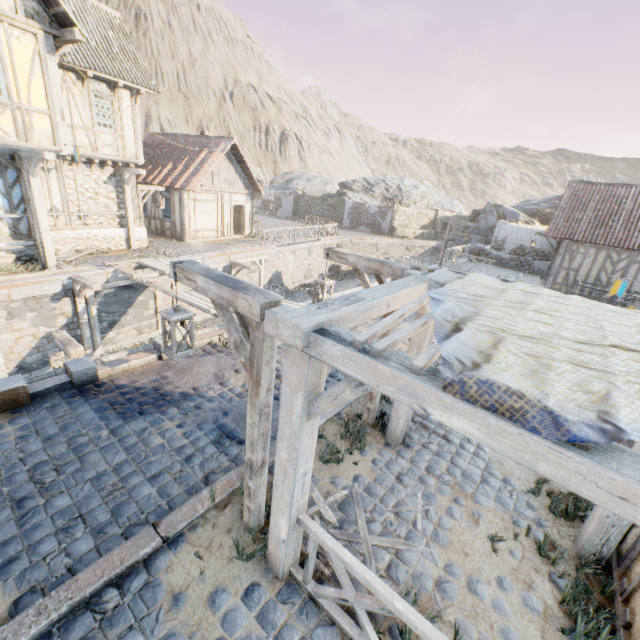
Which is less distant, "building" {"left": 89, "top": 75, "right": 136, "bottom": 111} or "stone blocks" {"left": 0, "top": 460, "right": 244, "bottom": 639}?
"stone blocks" {"left": 0, "top": 460, "right": 244, "bottom": 639}

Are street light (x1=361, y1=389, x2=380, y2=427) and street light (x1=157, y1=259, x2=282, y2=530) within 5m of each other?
yes

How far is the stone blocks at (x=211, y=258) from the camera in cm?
1616

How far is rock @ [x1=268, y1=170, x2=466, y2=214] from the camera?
40.1 meters

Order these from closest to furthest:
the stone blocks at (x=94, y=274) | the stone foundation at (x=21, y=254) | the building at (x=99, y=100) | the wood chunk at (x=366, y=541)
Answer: the wood chunk at (x=366, y=541) → the stone blocks at (x=94, y=274) → the stone foundation at (x=21, y=254) → the building at (x=99, y=100)

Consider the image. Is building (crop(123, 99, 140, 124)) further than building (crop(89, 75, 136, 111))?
Yes

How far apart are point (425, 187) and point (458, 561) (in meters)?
50.26
